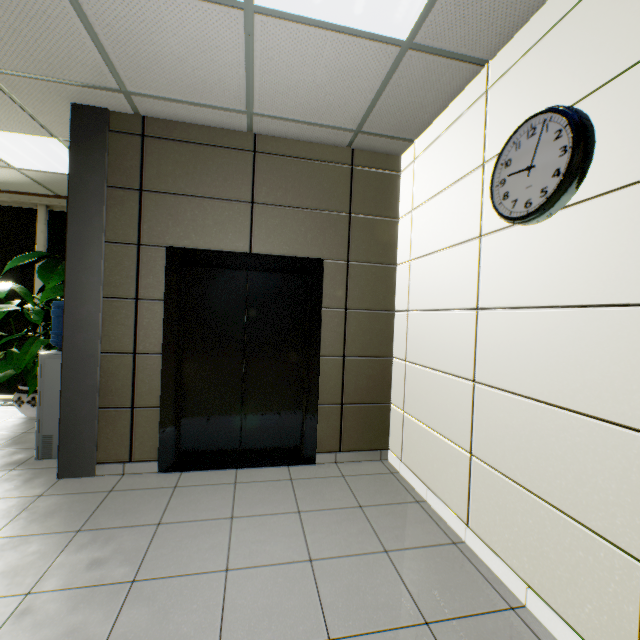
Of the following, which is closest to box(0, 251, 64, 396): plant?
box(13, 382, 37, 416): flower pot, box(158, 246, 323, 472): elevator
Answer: box(13, 382, 37, 416): flower pot

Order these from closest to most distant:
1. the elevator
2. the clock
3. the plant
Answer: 1. the clock
2. the elevator
3. the plant

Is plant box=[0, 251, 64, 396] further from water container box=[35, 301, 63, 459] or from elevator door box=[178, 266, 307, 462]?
elevator door box=[178, 266, 307, 462]

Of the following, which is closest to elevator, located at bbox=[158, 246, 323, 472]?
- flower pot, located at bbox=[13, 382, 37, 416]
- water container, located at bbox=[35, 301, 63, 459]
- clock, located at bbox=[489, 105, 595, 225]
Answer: water container, located at bbox=[35, 301, 63, 459]

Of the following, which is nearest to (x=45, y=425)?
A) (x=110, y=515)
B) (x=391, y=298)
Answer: (x=110, y=515)

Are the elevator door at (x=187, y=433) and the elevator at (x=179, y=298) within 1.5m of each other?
yes

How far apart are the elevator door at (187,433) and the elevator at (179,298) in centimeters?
0cm
